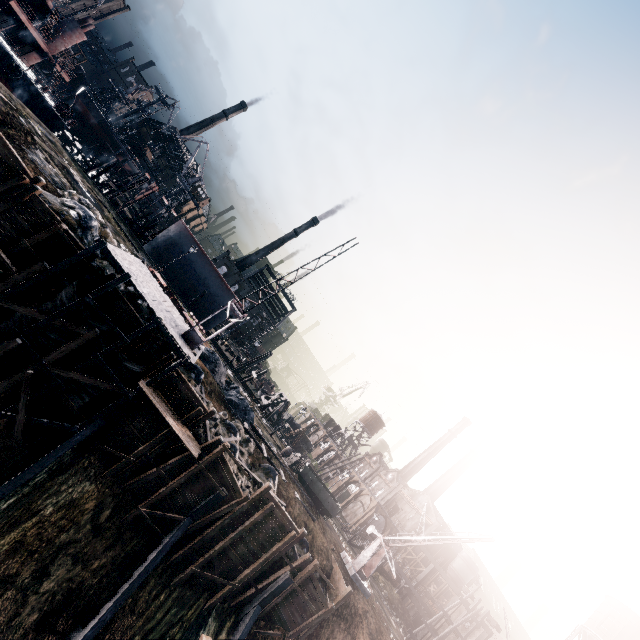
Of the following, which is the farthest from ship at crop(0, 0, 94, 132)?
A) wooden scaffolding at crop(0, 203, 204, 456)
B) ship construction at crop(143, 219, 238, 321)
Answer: wooden scaffolding at crop(0, 203, 204, 456)

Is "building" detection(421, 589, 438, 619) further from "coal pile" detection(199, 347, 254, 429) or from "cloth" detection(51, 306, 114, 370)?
"cloth" detection(51, 306, 114, 370)

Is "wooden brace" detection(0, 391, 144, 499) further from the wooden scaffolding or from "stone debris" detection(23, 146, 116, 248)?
"stone debris" detection(23, 146, 116, 248)

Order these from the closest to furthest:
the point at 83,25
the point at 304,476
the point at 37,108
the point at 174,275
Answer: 1. the point at 304,476
2. the point at 37,108
3. the point at 83,25
4. the point at 174,275

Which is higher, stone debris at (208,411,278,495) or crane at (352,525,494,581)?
crane at (352,525,494,581)

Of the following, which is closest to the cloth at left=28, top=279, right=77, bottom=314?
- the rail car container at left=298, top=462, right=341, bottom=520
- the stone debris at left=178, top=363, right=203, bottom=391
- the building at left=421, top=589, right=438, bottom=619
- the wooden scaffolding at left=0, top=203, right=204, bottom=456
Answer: the wooden scaffolding at left=0, top=203, right=204, bottom=456

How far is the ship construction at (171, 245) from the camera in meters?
46.4 m

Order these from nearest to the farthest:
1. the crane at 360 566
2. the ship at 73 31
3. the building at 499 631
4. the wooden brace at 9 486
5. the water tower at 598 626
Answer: the wooden brace at 9 486
the crane at 360 566
the ship at 73 31
the building at 499 631
the water tower at 598 626
